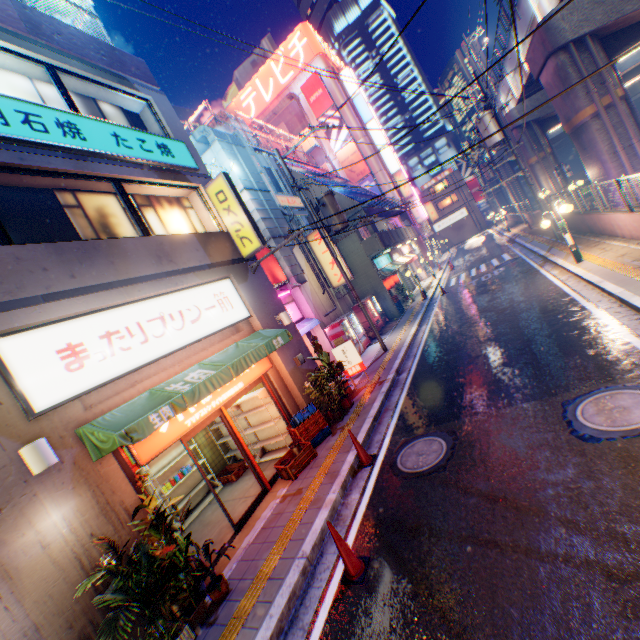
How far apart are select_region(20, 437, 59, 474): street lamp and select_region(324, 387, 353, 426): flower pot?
6.94m

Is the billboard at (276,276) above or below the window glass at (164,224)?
below

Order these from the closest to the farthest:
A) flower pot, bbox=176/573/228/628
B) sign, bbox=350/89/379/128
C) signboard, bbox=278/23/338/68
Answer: flower pot, bbox=176/573/228/628 < signboard, bbox=278/23/338/68 < sign, bbox=350/89/379/128

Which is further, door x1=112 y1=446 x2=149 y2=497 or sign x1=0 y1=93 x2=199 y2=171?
sign x1=0 y1=93 x2=199 y2=171

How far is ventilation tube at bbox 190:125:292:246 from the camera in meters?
14.6

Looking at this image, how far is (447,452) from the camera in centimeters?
604cm

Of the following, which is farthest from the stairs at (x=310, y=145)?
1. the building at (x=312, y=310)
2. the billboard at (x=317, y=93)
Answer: the building at (x=312, y=310)

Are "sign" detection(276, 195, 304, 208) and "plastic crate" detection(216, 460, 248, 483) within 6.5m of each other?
no
